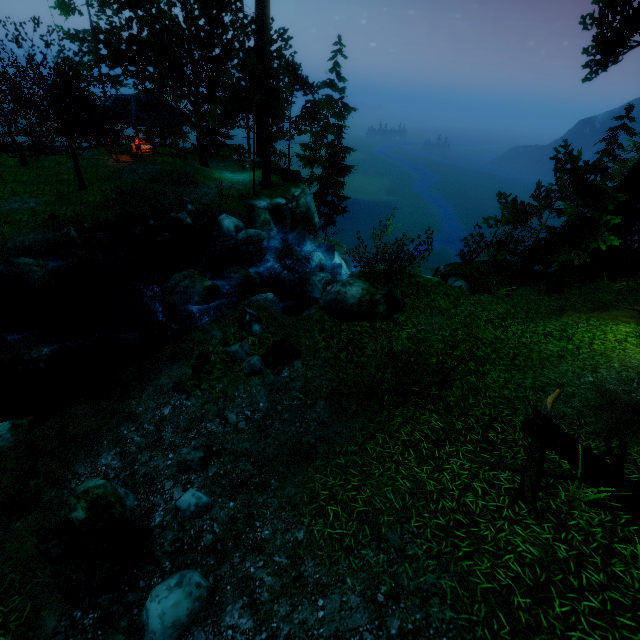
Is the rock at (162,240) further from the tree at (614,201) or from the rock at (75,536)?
the rock at (75,536)

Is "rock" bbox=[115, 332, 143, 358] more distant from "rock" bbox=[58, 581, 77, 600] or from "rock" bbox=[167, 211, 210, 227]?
"rock" bbox=[167, 211, 210, 227]

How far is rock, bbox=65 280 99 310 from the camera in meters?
14.4

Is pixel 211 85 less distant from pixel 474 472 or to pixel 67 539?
pixel 67 539

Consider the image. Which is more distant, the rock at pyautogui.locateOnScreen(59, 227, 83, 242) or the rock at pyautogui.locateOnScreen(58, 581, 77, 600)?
the rock at pyautogui.locateOnScreen(59, 227, 83, 242)

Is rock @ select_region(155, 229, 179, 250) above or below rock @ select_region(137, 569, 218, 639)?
below

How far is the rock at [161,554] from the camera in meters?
5.2 m

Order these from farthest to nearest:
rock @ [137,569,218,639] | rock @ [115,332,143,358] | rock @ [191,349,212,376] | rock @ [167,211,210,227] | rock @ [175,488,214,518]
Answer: rock @ [167,211,210,227] < rock @ [115,332,143,358] < rock @ [191,349,212,376] < rock @ [175,488,214,518] < rock @ [137,569,218,639]
